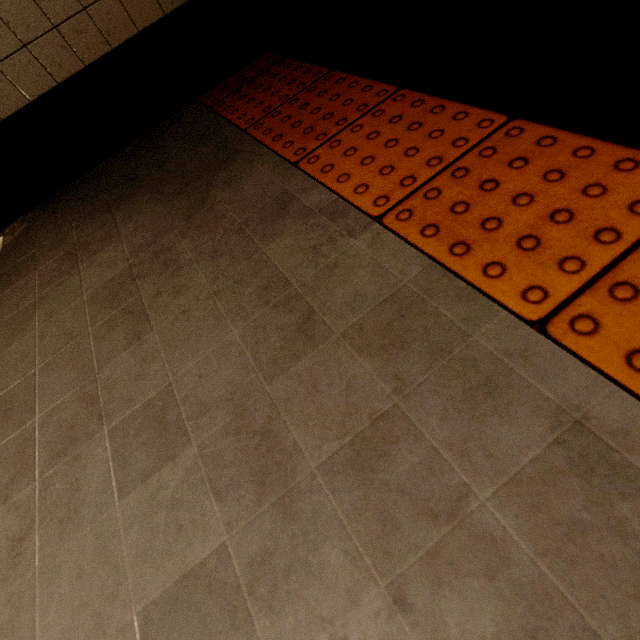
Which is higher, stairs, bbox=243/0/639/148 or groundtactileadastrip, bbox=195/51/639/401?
stairs, bbox=243/0/639/148

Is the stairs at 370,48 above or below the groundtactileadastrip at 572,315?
above

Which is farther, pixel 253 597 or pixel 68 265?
pixel 68 265
